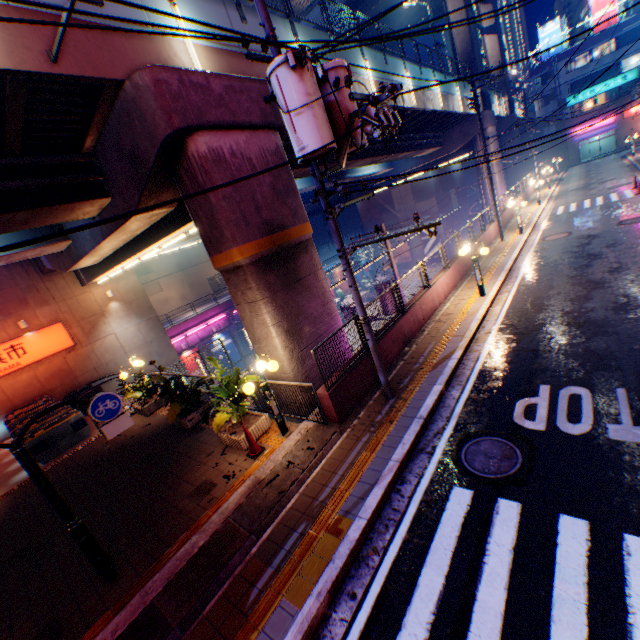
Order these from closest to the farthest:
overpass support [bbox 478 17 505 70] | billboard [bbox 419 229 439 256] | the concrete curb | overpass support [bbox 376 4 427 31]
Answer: the concrete curb < overpass support [bbox 478 17 505 70] < overpass support [bbox 376 4 427 31] < billboard [bbox 419 229 439 256]

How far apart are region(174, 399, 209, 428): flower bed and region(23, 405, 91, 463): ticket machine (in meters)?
4.94

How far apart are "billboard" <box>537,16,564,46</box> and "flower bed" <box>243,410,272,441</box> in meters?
68.4 m

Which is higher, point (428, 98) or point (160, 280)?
point (428, 98)

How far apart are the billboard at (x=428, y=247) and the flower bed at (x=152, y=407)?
41.8 meters

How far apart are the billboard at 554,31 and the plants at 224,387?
67.9 meters

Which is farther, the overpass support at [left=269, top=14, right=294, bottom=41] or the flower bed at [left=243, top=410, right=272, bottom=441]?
the overpass support at [left=269, top=14, right=294, bottom=41]

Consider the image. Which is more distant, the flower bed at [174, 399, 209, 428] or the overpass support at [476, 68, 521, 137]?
the overpass support at [476, 68, 521, 137]
